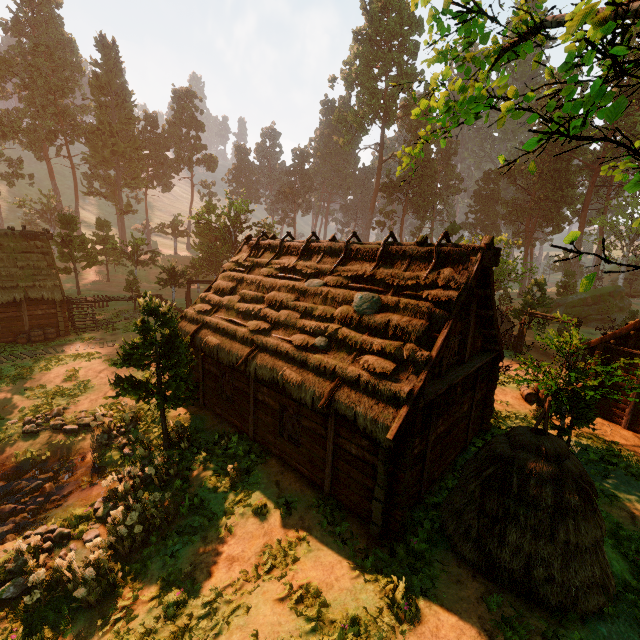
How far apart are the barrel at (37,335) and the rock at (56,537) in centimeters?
1773cm

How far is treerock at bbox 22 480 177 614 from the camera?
7.5m

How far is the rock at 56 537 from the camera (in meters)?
8.52

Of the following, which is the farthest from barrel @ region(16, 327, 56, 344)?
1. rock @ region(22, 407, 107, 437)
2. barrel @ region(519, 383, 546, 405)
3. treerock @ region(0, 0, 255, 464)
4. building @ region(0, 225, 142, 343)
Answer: barrel @ region(519, 383, 546, 405)

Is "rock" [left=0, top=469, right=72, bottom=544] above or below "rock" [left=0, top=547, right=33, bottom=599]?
below

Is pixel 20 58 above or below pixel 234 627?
above

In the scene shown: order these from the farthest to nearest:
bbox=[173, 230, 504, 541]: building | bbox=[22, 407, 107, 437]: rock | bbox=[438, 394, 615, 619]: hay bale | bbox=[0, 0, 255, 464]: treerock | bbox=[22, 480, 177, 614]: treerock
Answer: bbox=[22, 407, 107, 437]: rock → bbox=[0, 0, 255, 464]: treerock → bbox=[173, 230, 504, 541]: building → bbox=[22, 480, 177, 614]: treerock → bbox=[438, 394, 615, 619]: hay bale

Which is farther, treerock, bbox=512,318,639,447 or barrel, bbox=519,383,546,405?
barrel, bbox=519,383,546,405
